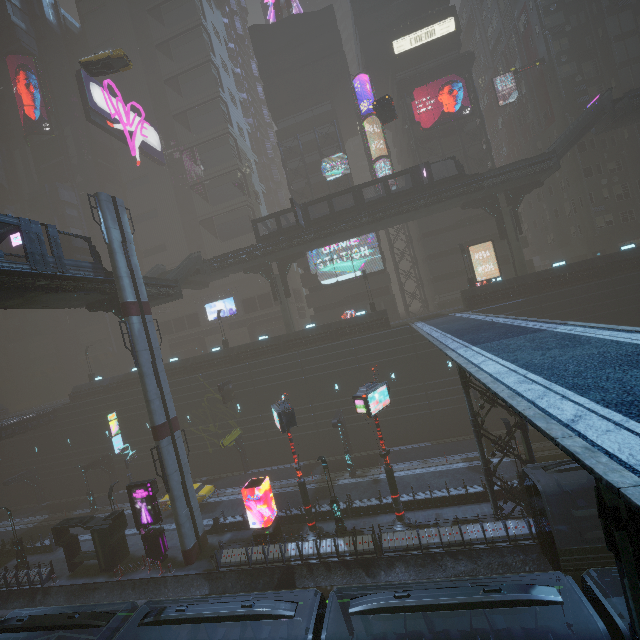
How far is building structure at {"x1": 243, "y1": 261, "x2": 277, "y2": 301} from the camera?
38.7 meters

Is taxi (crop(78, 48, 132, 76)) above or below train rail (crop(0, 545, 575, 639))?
above

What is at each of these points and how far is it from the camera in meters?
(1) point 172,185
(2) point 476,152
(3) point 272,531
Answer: (1) building, 53.5
(2) building, 41.0
(3) sign, 22.2

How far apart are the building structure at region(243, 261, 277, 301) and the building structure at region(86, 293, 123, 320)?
16.51m

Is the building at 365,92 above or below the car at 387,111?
above

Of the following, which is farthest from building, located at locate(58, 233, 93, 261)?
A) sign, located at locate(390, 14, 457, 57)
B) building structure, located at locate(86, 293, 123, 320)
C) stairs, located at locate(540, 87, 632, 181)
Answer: building structure, located at locate(86, 293, 123, 320)

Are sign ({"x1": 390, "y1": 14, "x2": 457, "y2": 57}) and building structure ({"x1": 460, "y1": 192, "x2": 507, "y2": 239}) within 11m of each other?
no

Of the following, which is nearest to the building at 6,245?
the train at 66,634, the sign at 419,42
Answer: the sign at 419,42
